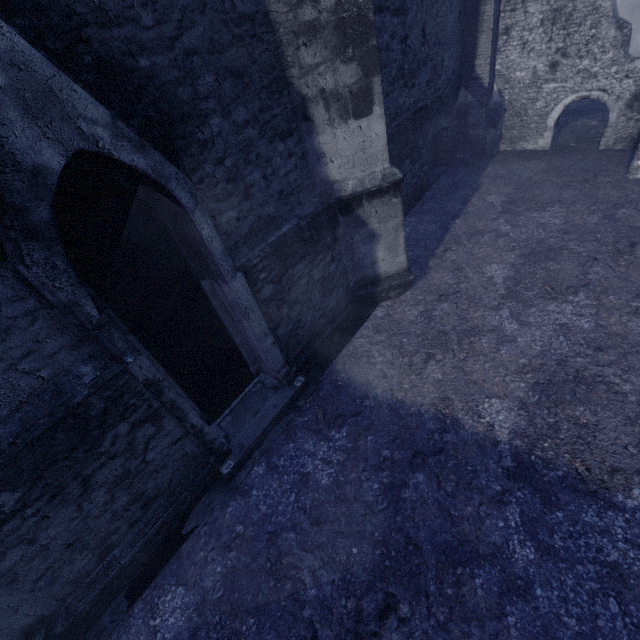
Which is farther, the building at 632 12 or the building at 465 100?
the building at 632 12

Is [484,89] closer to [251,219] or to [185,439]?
[251,219]

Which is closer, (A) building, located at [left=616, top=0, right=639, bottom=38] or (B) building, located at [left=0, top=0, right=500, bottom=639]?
(B) building, located at [left=0, top=0, right=500, bottom=639]
